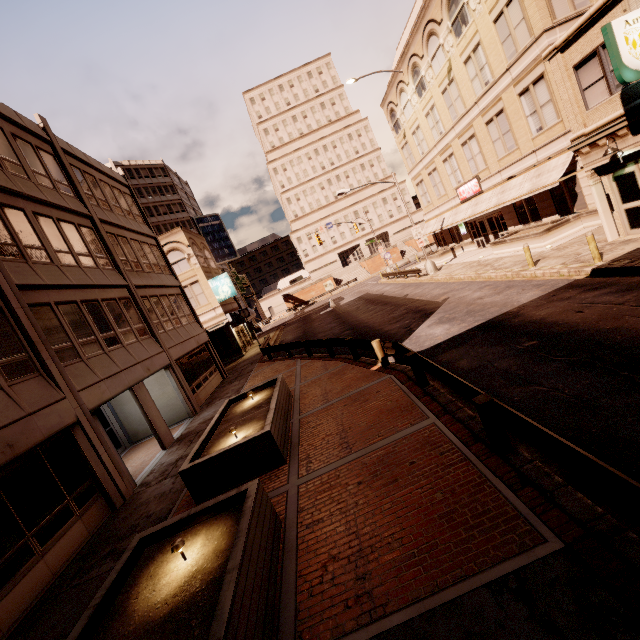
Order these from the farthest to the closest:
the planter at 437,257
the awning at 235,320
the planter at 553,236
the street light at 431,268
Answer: the planter at 437,257
the awning at 235,320
the street light at 431,268
the planter at 553,236

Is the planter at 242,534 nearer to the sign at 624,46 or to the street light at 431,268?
the sign at 624,46

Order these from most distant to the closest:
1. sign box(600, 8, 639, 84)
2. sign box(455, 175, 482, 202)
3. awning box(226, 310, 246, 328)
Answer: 1. awning box(226, 310, 246, 328)
2. sign box(455, 175, 482, 202)
3. sign box(600, 8, 639, 84)

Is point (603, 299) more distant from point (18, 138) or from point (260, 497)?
point (18, 138)

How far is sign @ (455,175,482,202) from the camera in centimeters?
2590cm

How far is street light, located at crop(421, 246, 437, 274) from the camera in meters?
28.0

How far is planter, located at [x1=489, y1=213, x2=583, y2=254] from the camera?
18.56m

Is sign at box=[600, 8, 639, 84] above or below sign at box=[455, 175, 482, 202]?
above
